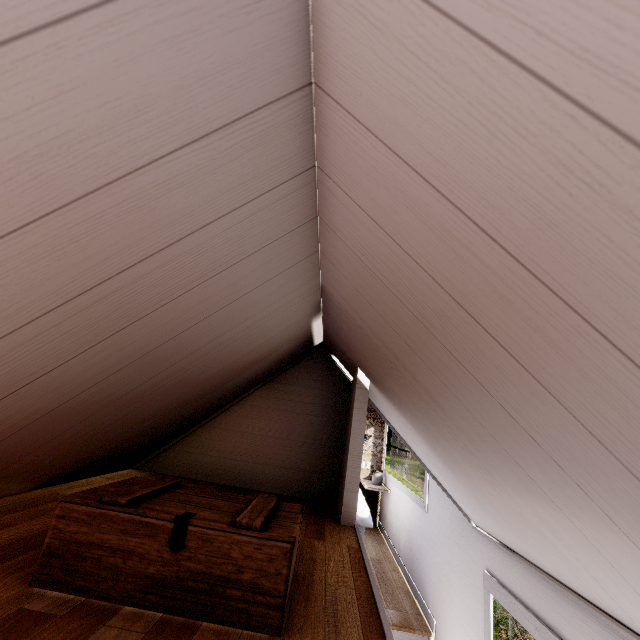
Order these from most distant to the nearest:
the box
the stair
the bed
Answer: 1. the bed
2. the stair
3. the box

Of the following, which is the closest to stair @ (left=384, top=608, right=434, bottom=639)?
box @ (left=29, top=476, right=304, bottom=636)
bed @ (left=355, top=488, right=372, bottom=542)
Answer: bed @ (left=355, top=488, right=372, bottom=542)

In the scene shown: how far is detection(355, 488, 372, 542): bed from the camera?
4.10m

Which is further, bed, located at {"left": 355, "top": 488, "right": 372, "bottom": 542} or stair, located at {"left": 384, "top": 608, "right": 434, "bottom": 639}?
bed, located at {"left": 355, "top": 488, "right": 372, "bottom": 542}

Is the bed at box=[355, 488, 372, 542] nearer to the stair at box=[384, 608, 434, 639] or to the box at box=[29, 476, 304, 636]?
the stair at box=[384, 608, 434, 639]

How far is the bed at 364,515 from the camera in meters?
4.1

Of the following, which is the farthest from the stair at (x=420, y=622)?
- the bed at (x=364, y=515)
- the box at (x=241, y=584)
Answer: the box at (x=241, y=584)

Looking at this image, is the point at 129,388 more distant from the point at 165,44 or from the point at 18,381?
the point at 165,44
